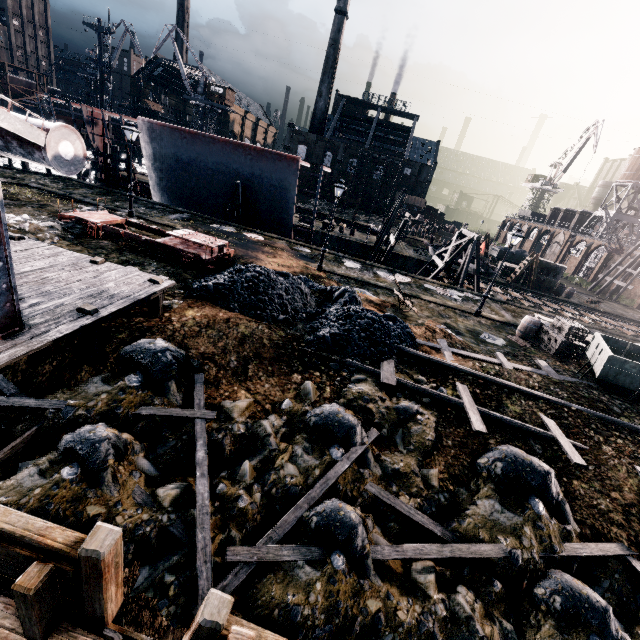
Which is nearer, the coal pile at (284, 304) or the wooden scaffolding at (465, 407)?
the wooden scaffolding at (465, 407)

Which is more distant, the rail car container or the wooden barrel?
the wooden barrel

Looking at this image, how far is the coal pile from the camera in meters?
12.5 m

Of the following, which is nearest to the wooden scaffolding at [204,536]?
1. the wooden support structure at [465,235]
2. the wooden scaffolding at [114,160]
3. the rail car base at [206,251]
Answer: the rail car base at [206,251]

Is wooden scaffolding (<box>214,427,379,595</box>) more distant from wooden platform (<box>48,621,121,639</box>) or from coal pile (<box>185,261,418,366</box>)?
coal pile (<box>185,261,418,366</box>)

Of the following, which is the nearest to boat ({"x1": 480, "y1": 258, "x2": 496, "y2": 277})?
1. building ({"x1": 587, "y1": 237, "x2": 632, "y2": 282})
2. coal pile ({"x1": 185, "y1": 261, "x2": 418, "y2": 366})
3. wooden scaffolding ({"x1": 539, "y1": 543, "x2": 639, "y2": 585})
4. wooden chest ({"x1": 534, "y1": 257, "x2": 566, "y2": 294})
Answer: wooden chest ({"x1": 534, "y1": 257, "x2": 566, "y2": 294})

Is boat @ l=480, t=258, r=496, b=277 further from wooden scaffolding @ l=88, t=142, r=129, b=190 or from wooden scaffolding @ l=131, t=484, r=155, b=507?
wooden scaffolding @ l=131, t=484, r=155, b=507

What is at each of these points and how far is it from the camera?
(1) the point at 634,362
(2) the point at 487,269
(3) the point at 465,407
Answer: (1) rail car container, 12.6 meters
(2) boat, 39.8 meters
(3) wooden scaffolding, 10.6 meters
